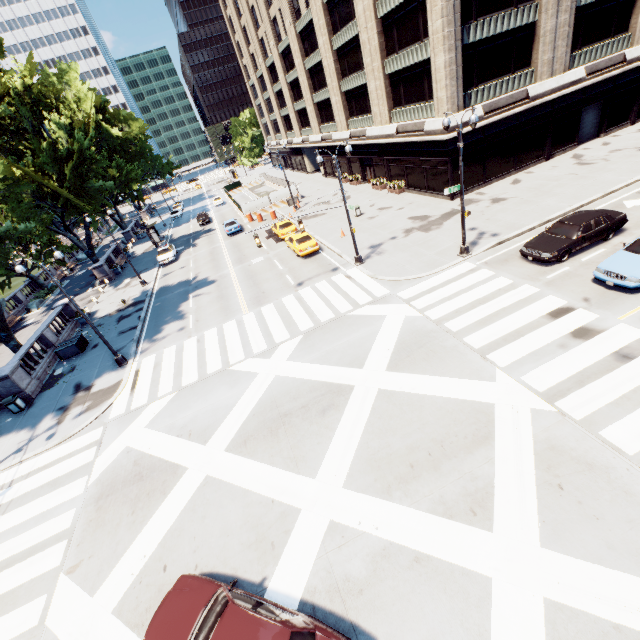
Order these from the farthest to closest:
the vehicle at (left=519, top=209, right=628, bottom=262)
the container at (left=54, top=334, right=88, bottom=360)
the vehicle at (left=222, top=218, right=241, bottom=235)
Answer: the vehicle at (left=222, top=218, right=241, bottom=235) → the container at (left=54, top=334, right=88, bottom=360) → the vehicle at (left=519, top=209, right=628, bottom=262)

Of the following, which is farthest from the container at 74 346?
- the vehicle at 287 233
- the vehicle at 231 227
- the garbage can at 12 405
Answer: the vehicle at 231 227

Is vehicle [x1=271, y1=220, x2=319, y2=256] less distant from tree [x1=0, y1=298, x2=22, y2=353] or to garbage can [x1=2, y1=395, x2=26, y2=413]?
tree [x1=0, y1=298, x2=22, y2=353]

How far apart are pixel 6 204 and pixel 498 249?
42.3m

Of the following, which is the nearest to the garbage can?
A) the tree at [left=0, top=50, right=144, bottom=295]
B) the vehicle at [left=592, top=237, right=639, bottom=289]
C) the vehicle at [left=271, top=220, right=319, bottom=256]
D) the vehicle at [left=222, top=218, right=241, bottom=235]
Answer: the tree at [left=0, top=50, right=144, bottom=295]

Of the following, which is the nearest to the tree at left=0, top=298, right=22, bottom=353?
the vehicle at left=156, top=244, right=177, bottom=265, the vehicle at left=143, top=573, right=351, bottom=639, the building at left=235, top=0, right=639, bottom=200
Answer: the vehicle at left=156, top=244, right=177, bottom=265

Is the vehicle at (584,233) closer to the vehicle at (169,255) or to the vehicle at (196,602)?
the vehicle at (196,602)

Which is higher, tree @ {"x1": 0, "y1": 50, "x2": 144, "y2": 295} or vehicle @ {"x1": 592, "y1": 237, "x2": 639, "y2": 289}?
tree @ {"x1": 0, "y1": 50, "x2": 144, "y2": 295}
